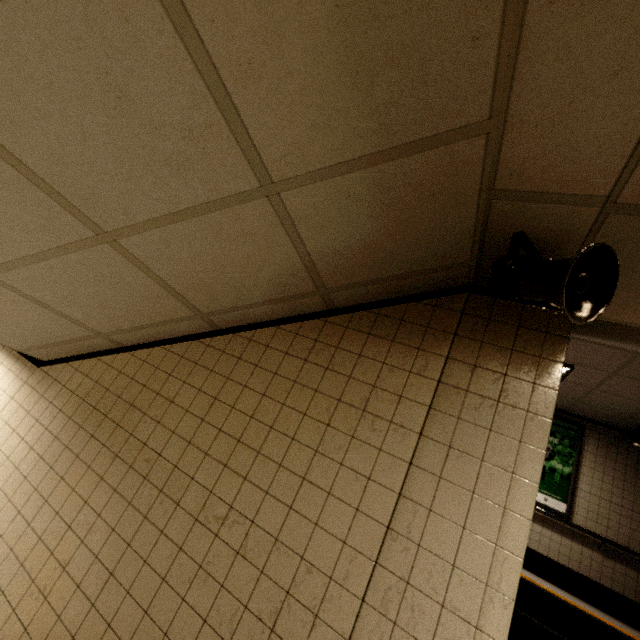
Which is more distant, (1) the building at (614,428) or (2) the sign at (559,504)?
(2) the sign at (559,504)

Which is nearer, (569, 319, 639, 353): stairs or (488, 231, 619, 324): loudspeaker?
(488, 231, 619, 324): loudspeaker

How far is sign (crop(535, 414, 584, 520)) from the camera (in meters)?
5.80

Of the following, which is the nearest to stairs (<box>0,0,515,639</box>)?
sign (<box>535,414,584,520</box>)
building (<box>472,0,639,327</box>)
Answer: building (<box>472,0,639,327</box>)

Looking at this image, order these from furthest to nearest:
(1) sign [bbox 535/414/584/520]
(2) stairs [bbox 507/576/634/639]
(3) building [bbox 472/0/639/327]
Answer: (1) sign [bbox 535/414/584/520] < (2) stairs [bbox 507/576/634/639] < (3) building [bbox 472/0/639/327]

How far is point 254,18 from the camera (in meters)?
0.85

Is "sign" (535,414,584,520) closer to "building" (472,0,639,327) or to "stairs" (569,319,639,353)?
"stairs" (569,319,639,353)

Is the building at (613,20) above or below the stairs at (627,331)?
below
